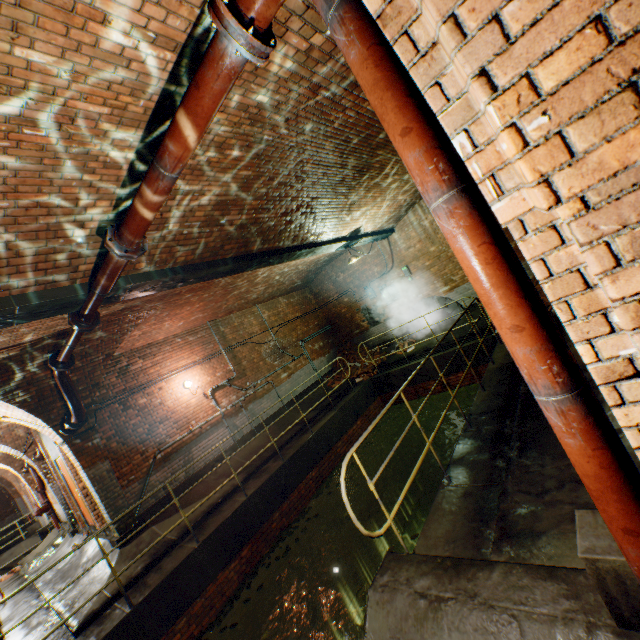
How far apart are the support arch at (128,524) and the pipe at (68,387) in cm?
37

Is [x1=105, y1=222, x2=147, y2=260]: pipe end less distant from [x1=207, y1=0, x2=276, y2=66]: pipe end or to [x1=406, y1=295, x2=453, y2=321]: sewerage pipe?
[x1=207, y1=0, x2=276, y2=66]: pipe end

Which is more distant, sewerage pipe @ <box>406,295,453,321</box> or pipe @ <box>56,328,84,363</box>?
sewerage pipe @ <box>406,295,453,321</box>

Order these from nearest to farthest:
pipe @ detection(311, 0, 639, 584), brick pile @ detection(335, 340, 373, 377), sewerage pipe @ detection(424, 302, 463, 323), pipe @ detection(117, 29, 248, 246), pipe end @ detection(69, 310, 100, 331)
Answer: pipe @ detection(311, 0, 639, 584) < pipe @ detection(117, 29, 248, 246) < pipe end @ detection(69, 310, 100, 331) < sewerage pipe @ detection(424, 302, 463, 323) < brick pile @ detection(335, 340, 373, 377)

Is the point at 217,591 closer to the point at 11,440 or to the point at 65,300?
the point at 65,300

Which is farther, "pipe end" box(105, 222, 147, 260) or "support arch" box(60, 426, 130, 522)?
"support arch" box(60, 426, 130, 522)

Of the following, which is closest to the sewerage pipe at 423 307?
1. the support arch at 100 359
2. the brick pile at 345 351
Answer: the brick pile at 345 351

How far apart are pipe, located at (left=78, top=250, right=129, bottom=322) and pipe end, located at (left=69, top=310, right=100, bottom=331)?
0.0 meters
